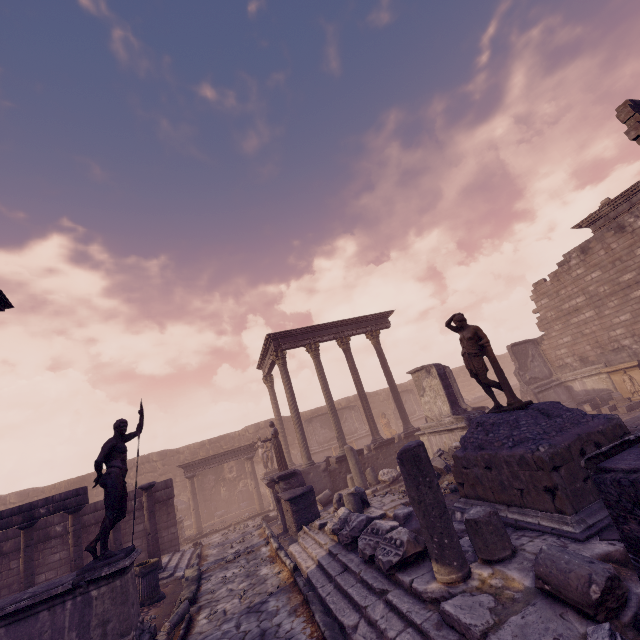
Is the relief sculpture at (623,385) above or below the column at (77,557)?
below

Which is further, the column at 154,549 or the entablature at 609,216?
the entablature at 609,216

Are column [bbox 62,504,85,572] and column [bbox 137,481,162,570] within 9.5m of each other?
yes

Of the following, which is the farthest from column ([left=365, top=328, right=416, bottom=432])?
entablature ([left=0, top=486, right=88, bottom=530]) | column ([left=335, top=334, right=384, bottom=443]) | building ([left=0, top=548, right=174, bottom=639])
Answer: entablature ([left=0, top=486, right=88, bottom=530])

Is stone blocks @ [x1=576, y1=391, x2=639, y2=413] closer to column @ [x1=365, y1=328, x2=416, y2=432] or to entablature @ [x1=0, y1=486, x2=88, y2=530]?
column @ [x1=365, y1=328, x2=416, y2=432]

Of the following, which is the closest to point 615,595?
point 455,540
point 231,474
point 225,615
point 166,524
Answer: point 455,540

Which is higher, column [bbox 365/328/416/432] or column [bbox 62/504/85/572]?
column [bbox 365/328/416/432]

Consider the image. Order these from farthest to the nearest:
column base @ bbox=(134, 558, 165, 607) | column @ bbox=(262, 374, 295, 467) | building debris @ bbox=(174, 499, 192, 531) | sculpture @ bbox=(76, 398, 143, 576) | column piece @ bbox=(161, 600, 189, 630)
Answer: building debris @ bbox=(174, 499, 192, 531) → column @ bbox=(262, 374, 295, 467) → column base @ bbox=(134, 558, 165, 607) → column piece @ bbox=(161, 600, 189, 630) → sculpture @ bbox=(76, 398, 143, 576)
